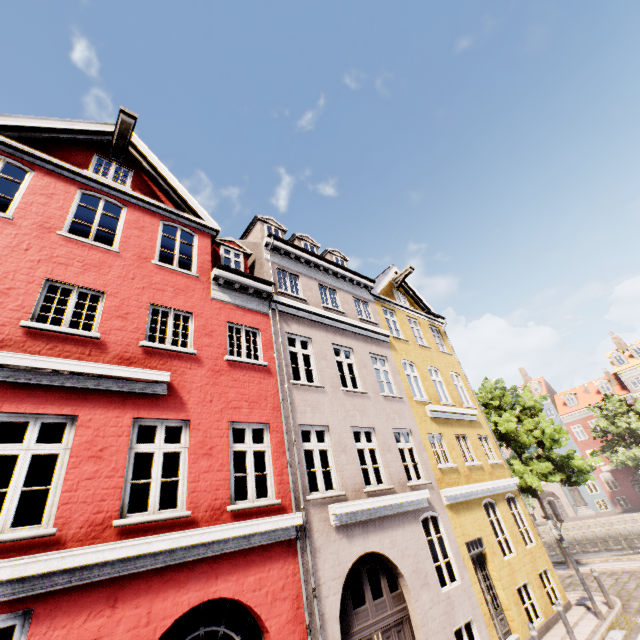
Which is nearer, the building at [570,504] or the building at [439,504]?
the building at [439,504]

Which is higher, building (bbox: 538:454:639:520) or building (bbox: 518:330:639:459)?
building (bbox: 518:330:639:459)

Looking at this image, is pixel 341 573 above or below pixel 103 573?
below

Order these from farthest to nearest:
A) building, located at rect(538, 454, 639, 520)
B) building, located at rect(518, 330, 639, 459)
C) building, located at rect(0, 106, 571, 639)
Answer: building, located at rect(518, 330, 639, 459) < building, located at rect(538, 454, 639, 520) < building, located at rect(0, 106, 571, 639)

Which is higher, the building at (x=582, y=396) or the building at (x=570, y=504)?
the building at (x=582, y=396)

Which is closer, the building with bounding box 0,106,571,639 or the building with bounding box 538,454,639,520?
the building with bounding box 0,106,571,639
